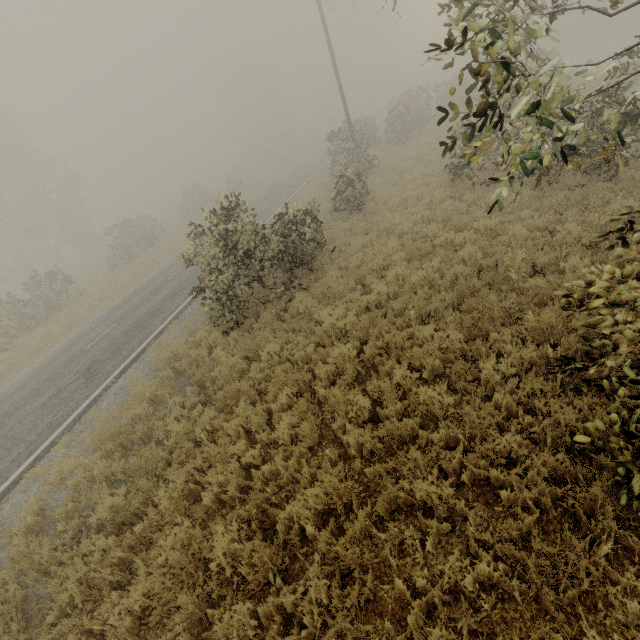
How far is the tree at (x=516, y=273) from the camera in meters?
6.7 m

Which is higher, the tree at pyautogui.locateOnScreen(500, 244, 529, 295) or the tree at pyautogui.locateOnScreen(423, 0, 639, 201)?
the tree at pyautogui.locateOnScreen(423, 0, 639, 201)

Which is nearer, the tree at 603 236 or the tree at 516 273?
the tree at 603 236

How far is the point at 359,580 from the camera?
3.9m

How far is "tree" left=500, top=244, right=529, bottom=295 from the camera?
6.7 meters

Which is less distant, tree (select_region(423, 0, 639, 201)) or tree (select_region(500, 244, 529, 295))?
tree (select_region(423, 0, 639, 201))
